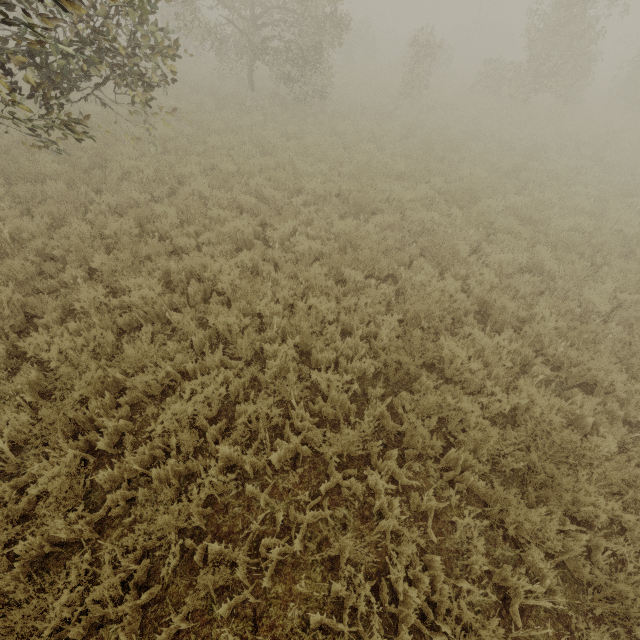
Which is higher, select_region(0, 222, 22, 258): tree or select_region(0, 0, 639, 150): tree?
select_region(0, 0, 639, 150): tree

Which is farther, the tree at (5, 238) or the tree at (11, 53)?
the tree at (5, 238)

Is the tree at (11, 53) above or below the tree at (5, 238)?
above

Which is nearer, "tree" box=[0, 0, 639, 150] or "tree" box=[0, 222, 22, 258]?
"tree" box=[0, 0, 639, 150]

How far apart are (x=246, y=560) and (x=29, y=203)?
8.90m
